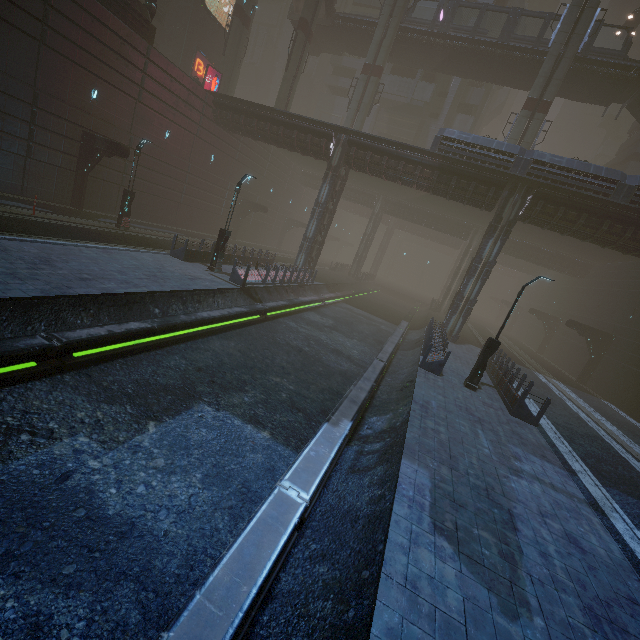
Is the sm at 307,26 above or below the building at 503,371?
A: above

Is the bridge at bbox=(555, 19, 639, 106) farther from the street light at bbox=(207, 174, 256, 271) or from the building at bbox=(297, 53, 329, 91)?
the street light at bbox=(207, 174, 256, 271)

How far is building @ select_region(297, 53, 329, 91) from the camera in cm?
5788

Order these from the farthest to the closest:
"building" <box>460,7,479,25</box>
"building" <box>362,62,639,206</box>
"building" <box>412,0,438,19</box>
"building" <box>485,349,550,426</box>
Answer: "building" <box>460,7,479,25</box>, "building" <box>412,0,438,19</box>, "building" <box>362,62,639,206</box>, "building" <box>485,349,550,426</box>

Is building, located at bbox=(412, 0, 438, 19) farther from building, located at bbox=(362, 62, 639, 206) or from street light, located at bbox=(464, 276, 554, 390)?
street light, located at bbox=(464, 276, 554, 390)

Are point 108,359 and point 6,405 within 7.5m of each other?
yes

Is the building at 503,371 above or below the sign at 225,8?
below

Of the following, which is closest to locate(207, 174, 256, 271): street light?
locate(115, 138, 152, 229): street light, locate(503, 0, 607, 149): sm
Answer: locate(115, 138, 152, 229): street light
